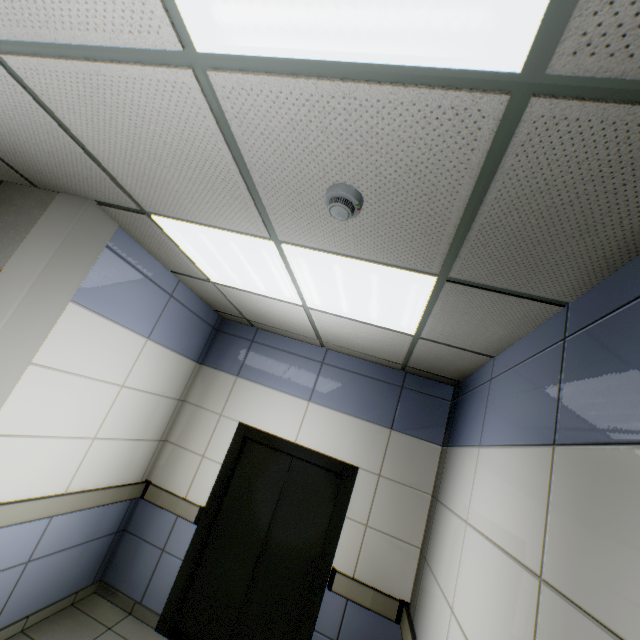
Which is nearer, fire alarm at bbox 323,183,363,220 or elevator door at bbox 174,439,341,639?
fire alarm at bbox 323,183,363,220

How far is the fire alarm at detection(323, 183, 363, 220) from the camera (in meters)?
1.33

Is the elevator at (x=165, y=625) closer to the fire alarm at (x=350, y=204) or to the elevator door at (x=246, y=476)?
the elevator door at (x=246, y=476)

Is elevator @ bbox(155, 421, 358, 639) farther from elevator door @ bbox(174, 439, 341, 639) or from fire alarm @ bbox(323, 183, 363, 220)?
fire alarm @ bbox(323, 183, 363, 220)

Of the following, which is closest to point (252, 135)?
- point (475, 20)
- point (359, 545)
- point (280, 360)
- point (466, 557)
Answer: point (475, 20)

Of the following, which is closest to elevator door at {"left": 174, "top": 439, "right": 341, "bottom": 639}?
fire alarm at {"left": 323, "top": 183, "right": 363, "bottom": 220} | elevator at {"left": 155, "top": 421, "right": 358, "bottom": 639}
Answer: elevator at {"left": 155, "top": 421, "right": 358, "bottom": 639}
